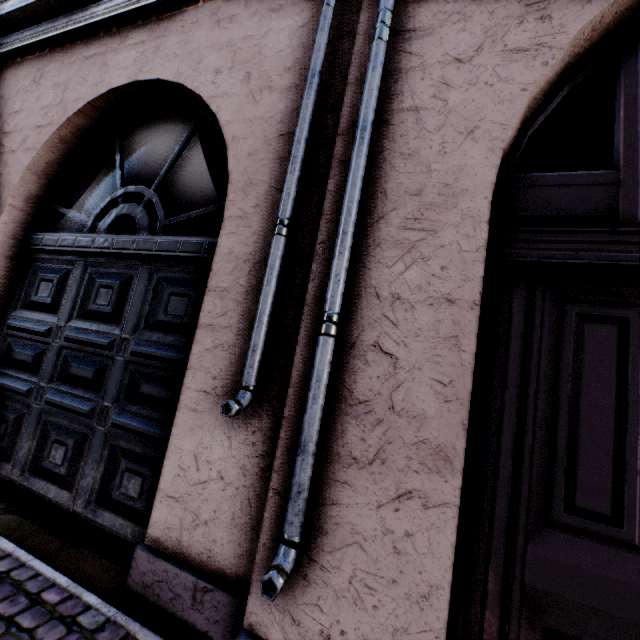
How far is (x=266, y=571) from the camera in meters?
1.3 m
